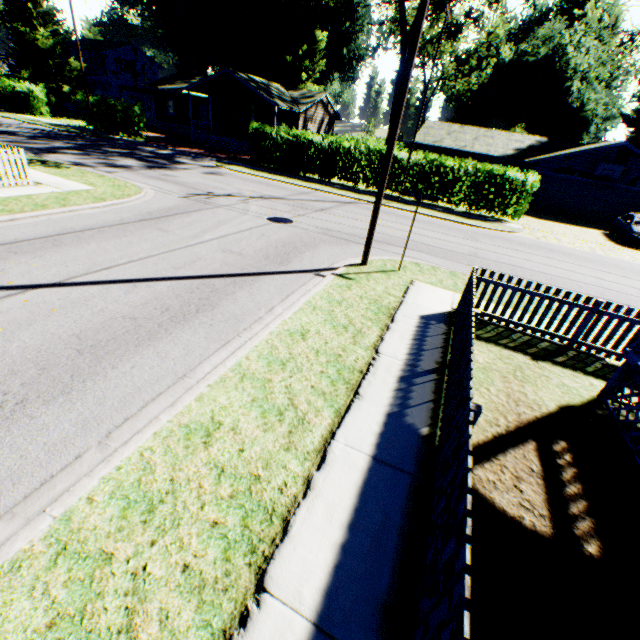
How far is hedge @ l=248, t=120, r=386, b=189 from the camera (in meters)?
21.95

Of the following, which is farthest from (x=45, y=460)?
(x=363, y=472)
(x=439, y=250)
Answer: (x=439, y=250)

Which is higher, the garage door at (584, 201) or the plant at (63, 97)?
the plant at (63, 97)

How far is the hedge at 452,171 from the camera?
19.3 meters

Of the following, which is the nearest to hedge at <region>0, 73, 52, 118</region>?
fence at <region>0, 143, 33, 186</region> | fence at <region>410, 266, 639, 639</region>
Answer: fence at <region>0, 143, 33, 186</region>

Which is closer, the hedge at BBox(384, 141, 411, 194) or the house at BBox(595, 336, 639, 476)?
the house at BBox(595, 336, 639, 476)

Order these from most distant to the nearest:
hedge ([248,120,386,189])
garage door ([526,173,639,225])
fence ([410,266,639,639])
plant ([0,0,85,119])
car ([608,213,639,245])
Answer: plant ([0,0,85,119]) < garage door ([526,173,639,225]) < hedge ([248,120,386,189]) < car ([608,213,639,245]) < fence ([410,266,639,639])

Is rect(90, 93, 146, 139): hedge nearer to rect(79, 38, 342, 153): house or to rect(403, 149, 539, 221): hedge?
rect(79, 38, 342, 153): house
